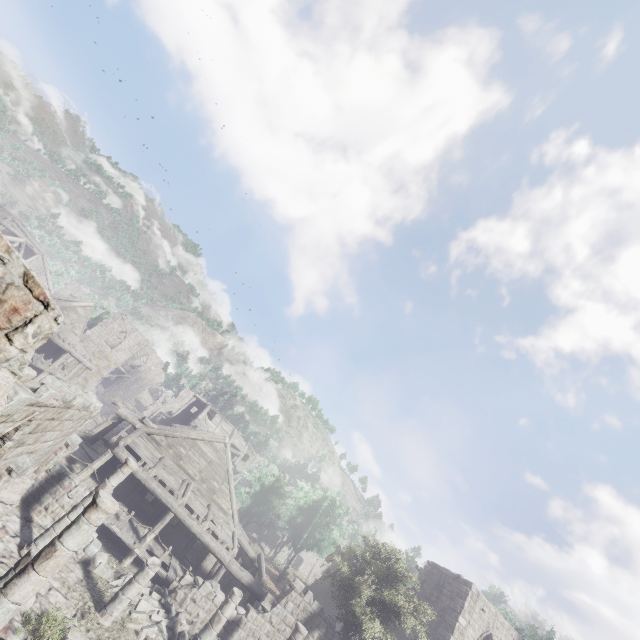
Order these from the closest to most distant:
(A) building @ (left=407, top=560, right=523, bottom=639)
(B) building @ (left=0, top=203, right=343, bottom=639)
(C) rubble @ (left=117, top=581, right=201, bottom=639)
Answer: (B) building @ (left=0, top=203, right=343, bottom=639), (C) rubble @ (left=117, top=581, right=201, bottom=639), (A) building @ (left=407, top=560, right=523, bottom=639)

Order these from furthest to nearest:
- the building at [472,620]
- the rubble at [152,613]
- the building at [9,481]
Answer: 1. the building at [472,620]
2. the rubble at [152,613]
3. the building at [9,481]

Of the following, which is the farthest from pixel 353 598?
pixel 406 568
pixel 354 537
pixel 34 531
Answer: pixel 354 537

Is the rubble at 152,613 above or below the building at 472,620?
below

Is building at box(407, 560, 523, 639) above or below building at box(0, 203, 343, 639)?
above

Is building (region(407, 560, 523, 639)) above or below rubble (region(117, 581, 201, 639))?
above

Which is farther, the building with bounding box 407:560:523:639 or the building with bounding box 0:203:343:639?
the building with bounding box 407:560:523:639

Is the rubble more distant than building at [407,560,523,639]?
No
